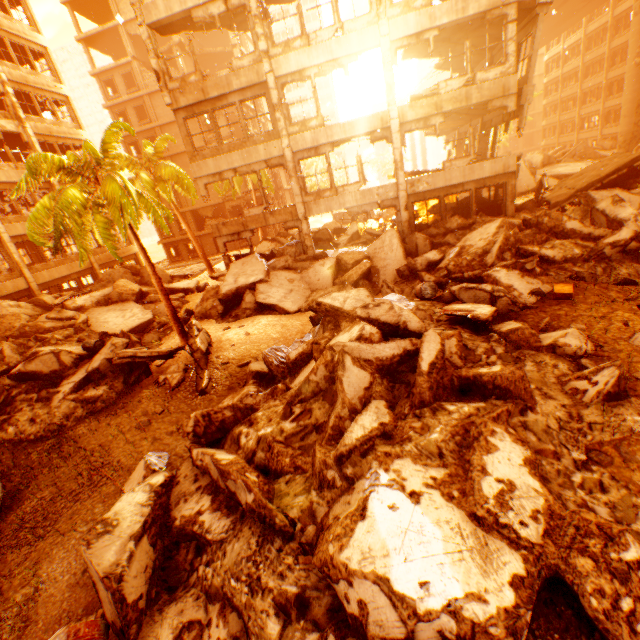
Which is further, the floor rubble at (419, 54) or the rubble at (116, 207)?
the floor rubble at (419, 54)

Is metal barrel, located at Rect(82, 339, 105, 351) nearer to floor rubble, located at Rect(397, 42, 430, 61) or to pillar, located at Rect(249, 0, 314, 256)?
pillar, located at Rect(249, 0, 314, 256)

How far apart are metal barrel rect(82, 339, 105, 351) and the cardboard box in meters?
15.5 m

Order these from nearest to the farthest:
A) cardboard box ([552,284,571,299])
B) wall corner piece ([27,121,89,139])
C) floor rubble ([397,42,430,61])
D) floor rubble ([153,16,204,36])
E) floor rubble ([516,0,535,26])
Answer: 1. cardboard box ([552,284,571,299])
2. floor rubble ([516,0,535,26])
3. floor rubble ([153,16,204,36])
4. floor rubble ([397,42,430,61])
5. wall corner piece ([27,121,89,139])

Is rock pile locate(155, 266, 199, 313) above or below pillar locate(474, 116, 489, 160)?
below

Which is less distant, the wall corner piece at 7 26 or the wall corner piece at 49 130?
the wall corner piece at 7 26

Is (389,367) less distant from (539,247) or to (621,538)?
(621,538)

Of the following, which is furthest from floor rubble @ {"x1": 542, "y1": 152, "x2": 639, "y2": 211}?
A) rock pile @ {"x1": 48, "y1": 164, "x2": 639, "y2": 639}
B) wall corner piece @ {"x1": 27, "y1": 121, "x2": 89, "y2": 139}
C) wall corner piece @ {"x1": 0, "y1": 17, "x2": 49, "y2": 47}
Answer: wall corner piece @ {"x1": 0, "y1": 17, "x2": 49, "y2": 47}
